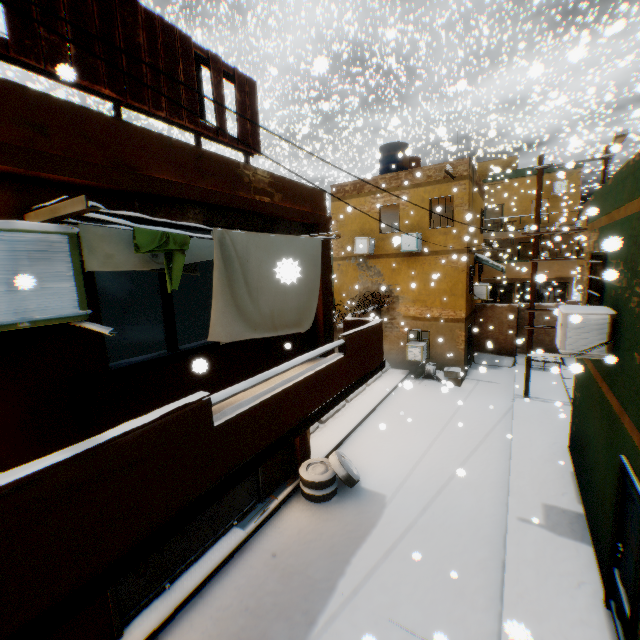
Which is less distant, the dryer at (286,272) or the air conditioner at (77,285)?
the air conditioner at (77,285)

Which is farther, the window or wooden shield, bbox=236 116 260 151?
wooden shield, bbox=236 116 260 151

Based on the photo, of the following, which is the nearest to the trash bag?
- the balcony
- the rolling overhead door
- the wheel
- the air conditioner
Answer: the wheel

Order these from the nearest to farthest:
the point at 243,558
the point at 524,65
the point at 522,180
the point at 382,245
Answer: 1. the point at 243,558
2. the point at 382,245
3. the point at 524,65
4. the point at 522,180

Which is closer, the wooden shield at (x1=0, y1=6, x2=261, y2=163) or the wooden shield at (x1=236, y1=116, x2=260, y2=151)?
the wooden shield at (x1=0, y1=6, x2=261, y2=163)

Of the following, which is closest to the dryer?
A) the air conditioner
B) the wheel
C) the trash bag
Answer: the air conditioner

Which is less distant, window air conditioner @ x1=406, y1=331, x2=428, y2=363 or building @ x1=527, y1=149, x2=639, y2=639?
building @ x1=527, y1=149, x2=639, y2=639

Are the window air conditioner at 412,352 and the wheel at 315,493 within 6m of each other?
no
